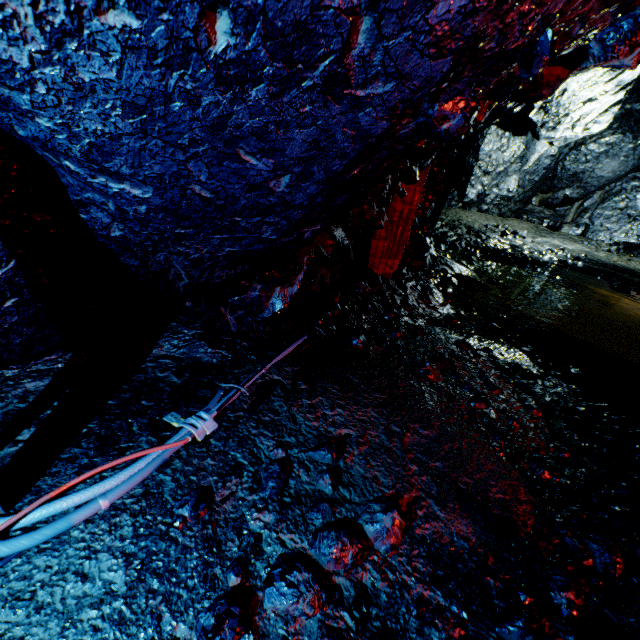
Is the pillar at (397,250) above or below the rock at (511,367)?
above

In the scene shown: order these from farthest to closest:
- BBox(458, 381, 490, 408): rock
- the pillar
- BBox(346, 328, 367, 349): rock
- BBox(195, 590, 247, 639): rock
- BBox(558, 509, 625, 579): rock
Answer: the pillar, BBox(346, 328, 367, 349): rock, BBox(458, 381, 490, 408): rock, BBox(558, 509, 625, 579): rock, BBox(195, 590, 247, 639): rock

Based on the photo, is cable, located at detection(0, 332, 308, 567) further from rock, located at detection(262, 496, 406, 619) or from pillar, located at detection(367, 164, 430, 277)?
pillar, located at detection(367, 164, 430, 277)

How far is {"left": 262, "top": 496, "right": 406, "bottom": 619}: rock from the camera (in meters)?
1.70

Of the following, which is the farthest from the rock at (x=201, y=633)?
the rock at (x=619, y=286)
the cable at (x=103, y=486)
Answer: the rock at (x=619, y=286)

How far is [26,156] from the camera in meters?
1.6 m

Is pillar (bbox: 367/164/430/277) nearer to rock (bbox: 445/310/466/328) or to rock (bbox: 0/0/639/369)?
rock (bbox: 0/0/639/369)

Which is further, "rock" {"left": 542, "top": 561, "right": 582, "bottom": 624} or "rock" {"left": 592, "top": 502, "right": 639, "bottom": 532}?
"rock" {"left": 592, "top": 502, "right": 639, "bottom": 532}
